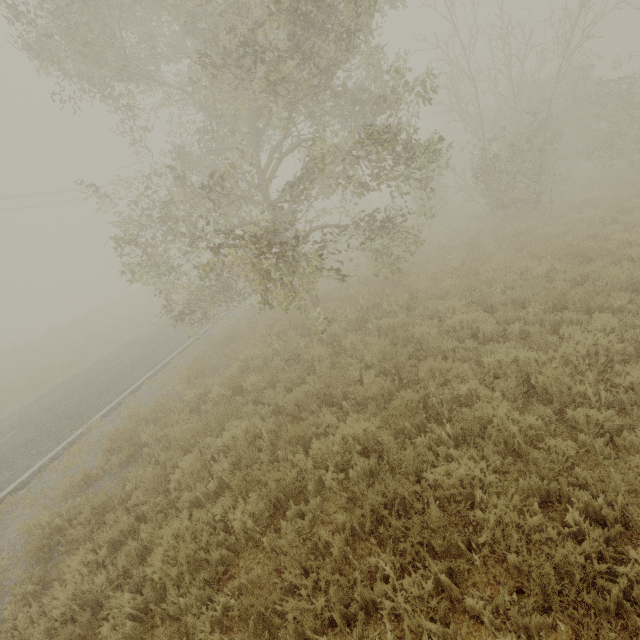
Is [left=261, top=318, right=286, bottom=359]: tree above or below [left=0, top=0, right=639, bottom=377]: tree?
below

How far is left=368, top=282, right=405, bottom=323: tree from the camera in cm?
896

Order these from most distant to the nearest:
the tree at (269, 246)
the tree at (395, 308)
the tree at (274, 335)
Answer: the tree at (274, 335) < the tree at (395, 308) < the tree at (269, 246)

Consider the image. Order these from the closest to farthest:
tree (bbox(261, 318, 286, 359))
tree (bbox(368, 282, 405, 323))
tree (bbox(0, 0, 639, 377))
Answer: tree (bbox(0, 0, 639, 377)) → tree (bbox(368, 282, 405, 323)) → tree (bbox(261, 318, 286, 359))

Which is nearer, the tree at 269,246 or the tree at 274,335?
the tree at 269,246

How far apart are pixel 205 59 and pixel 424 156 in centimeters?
599cm

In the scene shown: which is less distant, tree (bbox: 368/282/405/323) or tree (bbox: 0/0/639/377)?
tree (bbox: 0/0/639/377)
